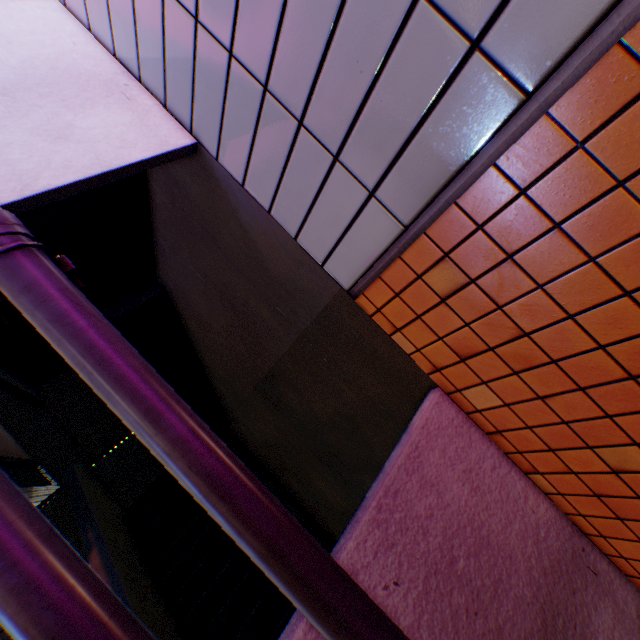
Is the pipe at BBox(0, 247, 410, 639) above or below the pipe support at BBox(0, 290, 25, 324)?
below

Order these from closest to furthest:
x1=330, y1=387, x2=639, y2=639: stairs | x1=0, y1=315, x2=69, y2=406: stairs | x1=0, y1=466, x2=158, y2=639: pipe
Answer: x1=0, y1=466, x2=158, y2=639: pipe → x1=330, y1=387, x2=639, y2=639: stairs → x1=0, y1=315, x2=69, y2=406: stairs

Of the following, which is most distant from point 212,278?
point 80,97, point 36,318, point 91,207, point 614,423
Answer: point 614,423

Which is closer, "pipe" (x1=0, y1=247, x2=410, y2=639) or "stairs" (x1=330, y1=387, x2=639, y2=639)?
"pipe" (x1=0, y1=247, x2=410, y2=639)

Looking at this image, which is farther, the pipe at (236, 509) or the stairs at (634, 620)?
the stairs at (634, 620)

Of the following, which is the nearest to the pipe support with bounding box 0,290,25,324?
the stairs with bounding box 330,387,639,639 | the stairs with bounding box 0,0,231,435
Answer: the stairs with bounding box 0,0,231,435

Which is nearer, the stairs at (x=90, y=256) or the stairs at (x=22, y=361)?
the stairs at (x=90, y=256)
